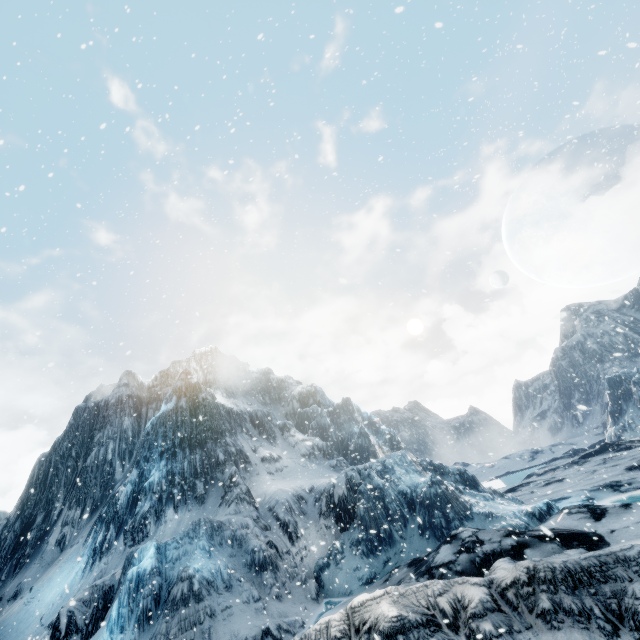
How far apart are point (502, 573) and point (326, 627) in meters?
3.7 m
